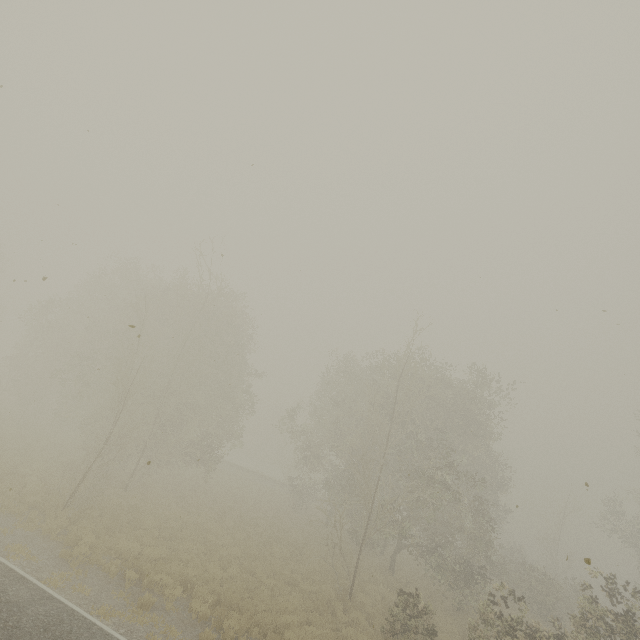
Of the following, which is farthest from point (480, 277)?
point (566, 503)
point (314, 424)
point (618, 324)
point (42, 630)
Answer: point (566, 503)
